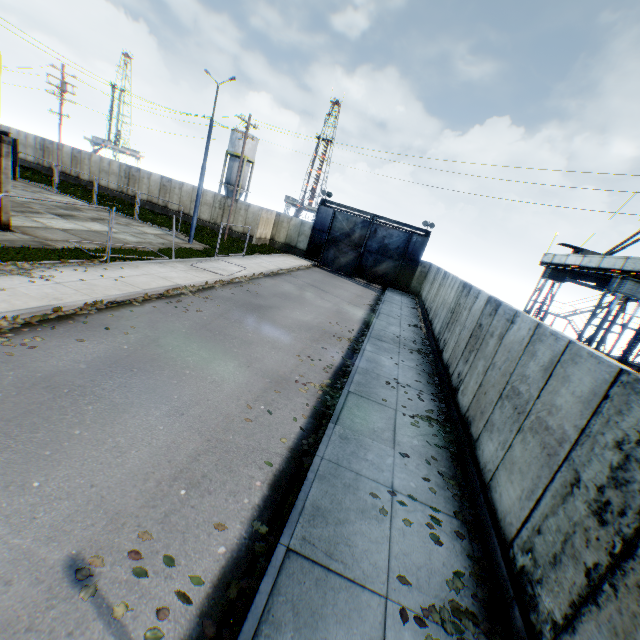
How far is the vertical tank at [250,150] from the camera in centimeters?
4703cm

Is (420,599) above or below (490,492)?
below

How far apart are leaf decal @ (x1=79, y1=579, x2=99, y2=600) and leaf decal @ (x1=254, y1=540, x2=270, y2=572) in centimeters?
117cm

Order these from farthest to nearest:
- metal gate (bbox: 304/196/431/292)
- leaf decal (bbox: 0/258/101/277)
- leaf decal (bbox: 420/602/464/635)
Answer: metal gate (bbox: 304/196/431/292)
leaf decal (bbox: 0/258/101/277)
leaf decal (bbox: 420/602/464/635)

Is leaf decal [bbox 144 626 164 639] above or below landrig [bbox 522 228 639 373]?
below

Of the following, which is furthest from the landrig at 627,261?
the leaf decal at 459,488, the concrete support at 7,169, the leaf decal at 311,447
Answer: the concrete support at 7,169

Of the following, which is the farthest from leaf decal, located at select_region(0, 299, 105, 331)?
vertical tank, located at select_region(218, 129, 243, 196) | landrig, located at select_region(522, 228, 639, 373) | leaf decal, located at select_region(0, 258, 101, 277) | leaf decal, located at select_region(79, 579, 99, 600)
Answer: vertical tank, located at select_region(218, 129, 243, 196)

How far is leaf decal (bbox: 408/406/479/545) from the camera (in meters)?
A: 5.41
